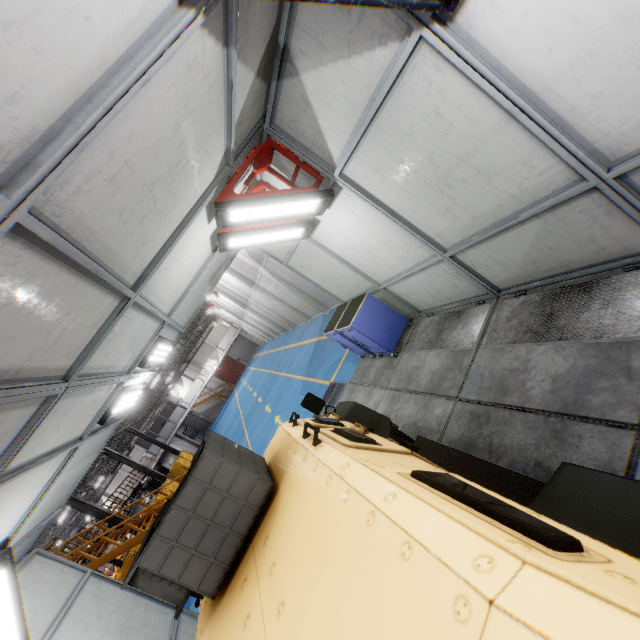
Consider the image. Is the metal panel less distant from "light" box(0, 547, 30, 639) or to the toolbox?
"light" box(0, 547, 30, 639)

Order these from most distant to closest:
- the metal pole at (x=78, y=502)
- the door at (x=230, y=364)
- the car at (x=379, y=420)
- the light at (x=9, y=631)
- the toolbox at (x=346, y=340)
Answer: the door at (x=230, y=364) → the metal pole at (x=78, y=502) → the toolbox at (x=346, y=340) → the light at (x=9, y=631) → the car at (x=379, y=420)

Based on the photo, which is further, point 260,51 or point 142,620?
point 142,620

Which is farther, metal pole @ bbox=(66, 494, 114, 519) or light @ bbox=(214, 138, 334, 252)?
Result: metal pole @ bbox=(66, 494, 114, 519)

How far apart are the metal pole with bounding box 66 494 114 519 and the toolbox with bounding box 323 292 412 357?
18.6 meters

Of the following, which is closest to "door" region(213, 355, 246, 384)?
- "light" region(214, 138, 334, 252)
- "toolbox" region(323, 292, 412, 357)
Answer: "toolbox" region(323, 292, 412, 357)

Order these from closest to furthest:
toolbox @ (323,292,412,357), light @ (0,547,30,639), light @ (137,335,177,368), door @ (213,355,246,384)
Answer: light @ (0,547,30,639) → light @ (137,335,177,368) → toolbox @ (323,292,412,357) → door @ (213,355,246,384)

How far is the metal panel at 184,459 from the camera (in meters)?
27.83
